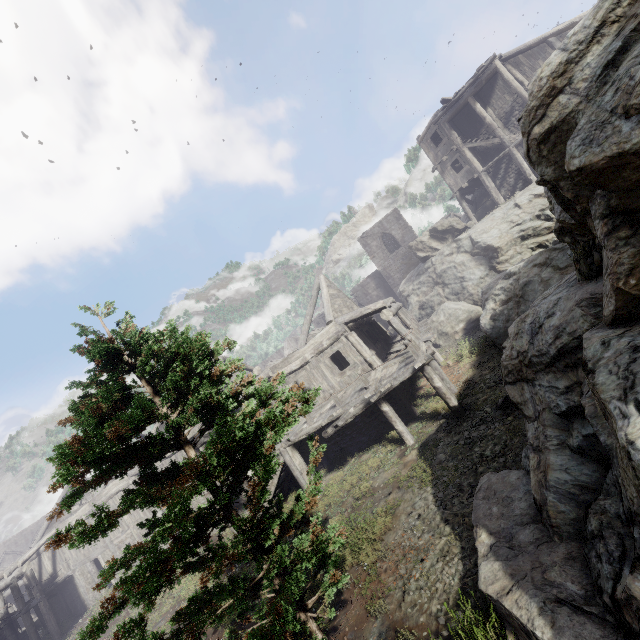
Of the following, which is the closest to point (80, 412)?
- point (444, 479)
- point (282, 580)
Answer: point (282, 580)

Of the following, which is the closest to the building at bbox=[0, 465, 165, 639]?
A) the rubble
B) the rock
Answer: → the rock

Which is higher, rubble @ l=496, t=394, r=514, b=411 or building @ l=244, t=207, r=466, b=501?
building @ l=244, t=207, r=466, b=501

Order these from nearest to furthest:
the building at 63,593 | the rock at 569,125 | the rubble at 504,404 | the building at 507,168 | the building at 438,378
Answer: the rock at 569,125 → the rubble at 504,404 → the building at 438,378 → the building at 63,593 → the building at 507,168

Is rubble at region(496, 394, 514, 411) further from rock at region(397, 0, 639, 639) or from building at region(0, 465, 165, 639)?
building at region(0, 465, 165, 639)

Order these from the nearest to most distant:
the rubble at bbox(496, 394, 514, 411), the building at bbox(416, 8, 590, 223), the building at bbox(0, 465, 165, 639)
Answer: the rubble at bbox(496, 394, 514, 411) < the building at bbox(0, 465, 165, 639) < the building at bbox(416, 8, 590, 223)

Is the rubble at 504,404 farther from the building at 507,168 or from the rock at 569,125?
the building at 507,168

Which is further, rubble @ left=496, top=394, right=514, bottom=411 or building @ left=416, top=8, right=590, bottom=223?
building @ left=416, top=8, right=590, bottom=223
